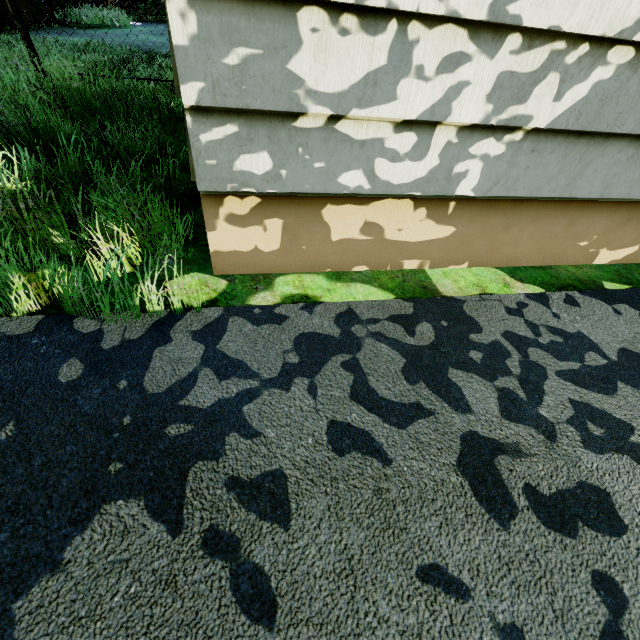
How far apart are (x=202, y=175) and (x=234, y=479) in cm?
94
